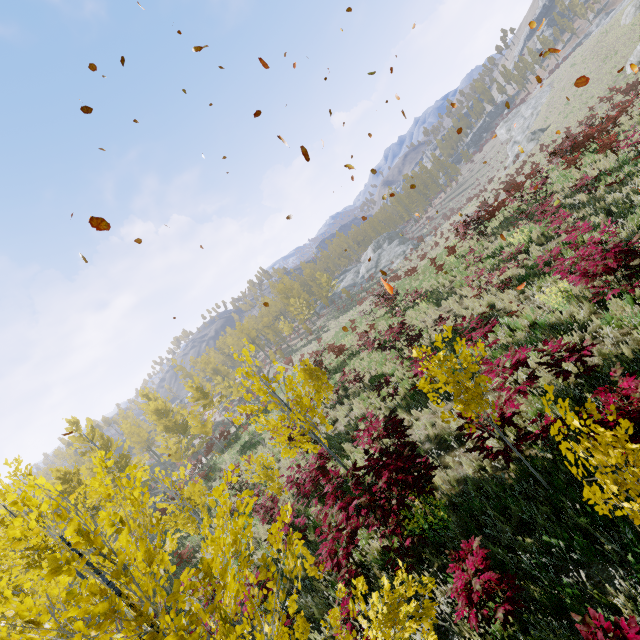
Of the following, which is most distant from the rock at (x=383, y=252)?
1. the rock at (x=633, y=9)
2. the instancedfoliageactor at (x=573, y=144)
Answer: the rock at (x=633, y=9)

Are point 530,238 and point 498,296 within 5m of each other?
yes

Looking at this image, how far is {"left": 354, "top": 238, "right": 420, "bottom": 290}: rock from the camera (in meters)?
51.22

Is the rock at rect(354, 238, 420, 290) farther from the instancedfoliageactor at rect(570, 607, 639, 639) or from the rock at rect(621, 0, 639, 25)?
the rock at rect(621, 0, 639, 25)

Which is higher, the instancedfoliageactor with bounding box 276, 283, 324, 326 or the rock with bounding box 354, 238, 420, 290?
the instancedfoliageactor with bounding box 276, 283, 324, 326

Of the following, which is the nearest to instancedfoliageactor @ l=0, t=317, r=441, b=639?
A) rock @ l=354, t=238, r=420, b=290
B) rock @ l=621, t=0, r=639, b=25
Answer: rock @ l=354, t=238, r=420, b=290

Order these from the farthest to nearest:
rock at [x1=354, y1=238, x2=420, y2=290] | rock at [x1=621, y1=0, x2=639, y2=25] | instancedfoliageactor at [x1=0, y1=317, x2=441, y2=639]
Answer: rock at [x1=354, y1=238, x2=420, y2=290], rock at [x1=621, y1=0, x2=639, y2=25], instancedfoliageactor at [x1=0, y1=317, x2=441, y2=639]

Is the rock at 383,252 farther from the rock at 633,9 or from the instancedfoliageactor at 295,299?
the rock at 633,9
